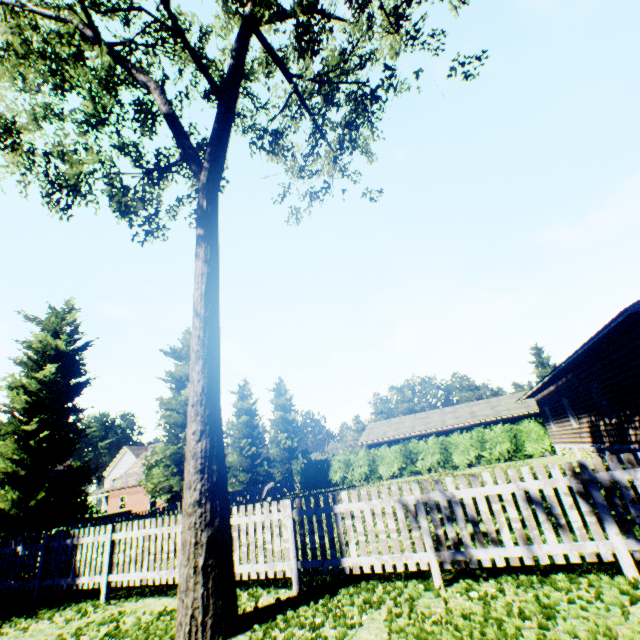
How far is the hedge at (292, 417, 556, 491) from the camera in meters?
25.8

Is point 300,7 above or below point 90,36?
above

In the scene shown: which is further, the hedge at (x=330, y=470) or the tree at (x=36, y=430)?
the hedge at (x=330, y=470)

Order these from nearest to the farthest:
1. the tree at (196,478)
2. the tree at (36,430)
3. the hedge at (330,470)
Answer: the tree at (196,478) < the tree at (36,430) < the hedge at (330,470)

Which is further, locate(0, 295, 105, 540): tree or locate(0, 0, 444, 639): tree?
locate(0, 295, 105, 540): tree

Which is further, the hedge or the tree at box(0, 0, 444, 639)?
the hedge

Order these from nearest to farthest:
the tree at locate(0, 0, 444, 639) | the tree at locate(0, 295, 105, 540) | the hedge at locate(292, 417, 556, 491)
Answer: the tree at locate(0, 0, 444, 639)
the tree at locate(0, 295, 105, 540)
the hedge at locate(292, 417, 556, 491)
